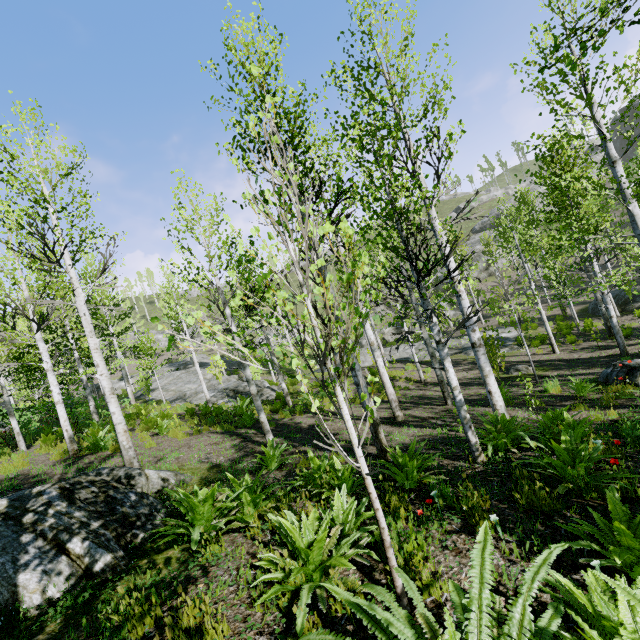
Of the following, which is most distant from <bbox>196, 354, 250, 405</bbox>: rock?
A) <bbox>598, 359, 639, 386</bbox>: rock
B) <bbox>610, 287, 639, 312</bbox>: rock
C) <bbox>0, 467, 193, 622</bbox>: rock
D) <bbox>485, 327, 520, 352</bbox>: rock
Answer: <bbox>610, 287, 639, 312</bbox>: rock

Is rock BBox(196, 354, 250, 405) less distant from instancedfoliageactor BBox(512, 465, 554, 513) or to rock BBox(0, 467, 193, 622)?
instancedfoliageactor BBox(512, 465, 554, 513)

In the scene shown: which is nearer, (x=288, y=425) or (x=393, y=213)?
(x=393, y=213)

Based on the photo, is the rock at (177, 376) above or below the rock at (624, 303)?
above

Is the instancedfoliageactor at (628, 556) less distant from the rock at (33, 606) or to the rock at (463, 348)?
the rock at (33, 606)

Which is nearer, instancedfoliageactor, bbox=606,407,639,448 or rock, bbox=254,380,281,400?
instancedfoliageactor, bbox=606,407,639,448

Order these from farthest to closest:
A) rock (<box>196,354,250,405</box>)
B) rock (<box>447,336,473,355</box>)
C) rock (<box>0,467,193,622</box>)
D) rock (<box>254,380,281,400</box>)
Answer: rock (<box>447,336,473,355</box>), rock (<box>196,354,250,405</box>), rock (<box>254,380,281,400</box>), rock (<box>0,467,193,622</box>)

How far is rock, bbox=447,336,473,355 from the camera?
20.7 meters
